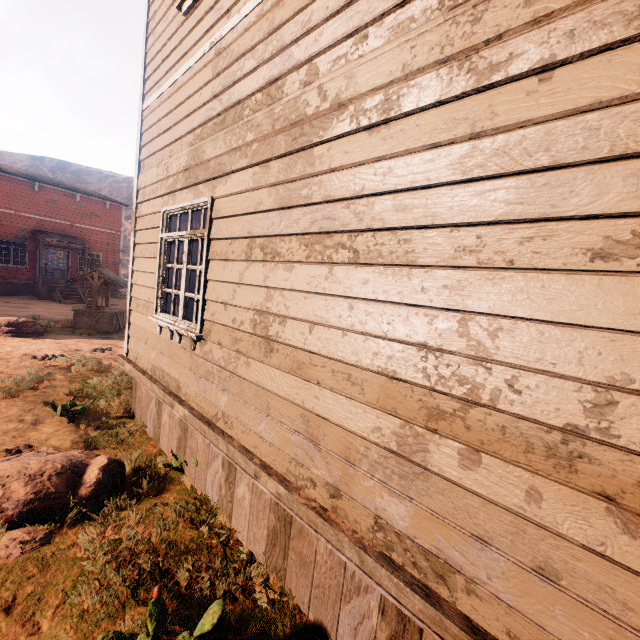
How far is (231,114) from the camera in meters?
3.2

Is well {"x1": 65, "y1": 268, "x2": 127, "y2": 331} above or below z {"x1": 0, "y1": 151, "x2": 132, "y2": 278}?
below

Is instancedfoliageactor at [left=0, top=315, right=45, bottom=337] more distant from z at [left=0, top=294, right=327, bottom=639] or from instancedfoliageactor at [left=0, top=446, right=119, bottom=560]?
instancedfoliageactor at [left=0, top=446, right=119, bottom=560]

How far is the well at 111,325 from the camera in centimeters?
1179cm

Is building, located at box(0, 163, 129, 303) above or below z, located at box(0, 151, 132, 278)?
below

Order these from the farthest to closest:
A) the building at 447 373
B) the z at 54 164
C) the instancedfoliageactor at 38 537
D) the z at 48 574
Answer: the z at 54 164 < the instancedfoliageactor at 38 537 < the z at 48 574 < the building at 447 373

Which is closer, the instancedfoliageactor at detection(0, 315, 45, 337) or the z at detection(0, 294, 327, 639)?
the z at detection(0, 294, 327, 639)

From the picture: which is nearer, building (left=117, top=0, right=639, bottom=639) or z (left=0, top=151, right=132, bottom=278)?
building (left=117, top=0, right=639, bottom=639)
